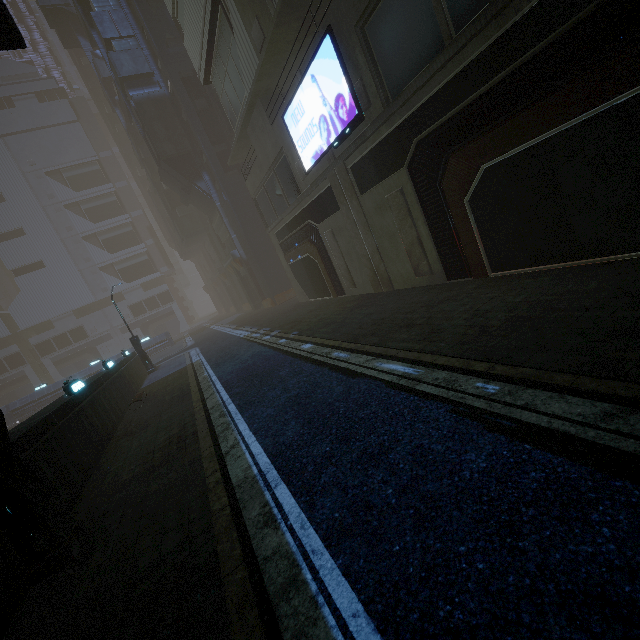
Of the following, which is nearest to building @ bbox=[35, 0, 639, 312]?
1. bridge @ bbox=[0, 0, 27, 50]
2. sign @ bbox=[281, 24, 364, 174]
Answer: sign @ bbox=[281, 24, 364, 174]

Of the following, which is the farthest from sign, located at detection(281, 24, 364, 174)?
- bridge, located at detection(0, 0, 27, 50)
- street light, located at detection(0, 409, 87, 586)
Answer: street light, located at detection(0, 409, 87, 586)

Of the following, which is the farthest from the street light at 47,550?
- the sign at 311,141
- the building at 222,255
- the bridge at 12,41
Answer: the sign at 311,141

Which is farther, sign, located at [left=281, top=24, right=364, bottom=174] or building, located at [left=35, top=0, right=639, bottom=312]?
sign, located at [left=281, top=24, right=364, bottom=174]

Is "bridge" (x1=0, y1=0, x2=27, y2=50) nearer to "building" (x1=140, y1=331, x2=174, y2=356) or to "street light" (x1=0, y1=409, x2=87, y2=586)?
"street light" (x1=0, y1=409, x2=87, y2=586)

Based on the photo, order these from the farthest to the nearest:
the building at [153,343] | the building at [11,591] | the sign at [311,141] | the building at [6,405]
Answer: the building at [153,343], the sign at [311,141], the building at [6,405], the building at [11,591]

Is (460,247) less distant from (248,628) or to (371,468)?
(371,468)
